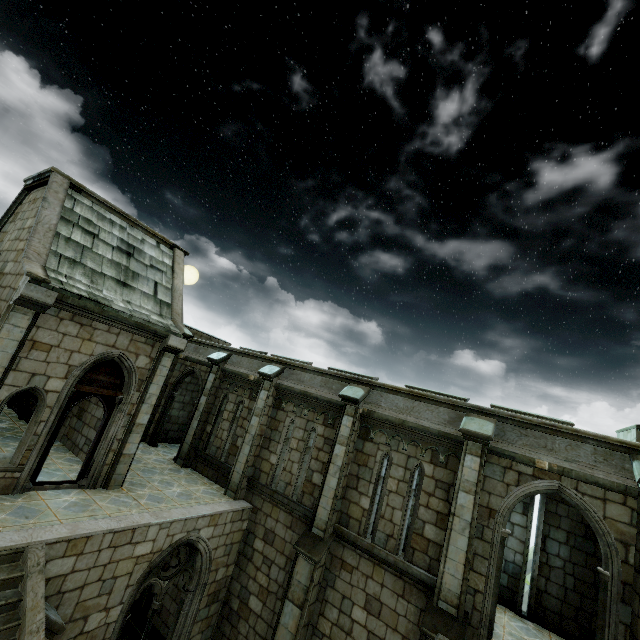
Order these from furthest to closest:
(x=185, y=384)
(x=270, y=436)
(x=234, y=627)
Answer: (x=185, y=384), (x=270, y=436), (x=234, y=627)
